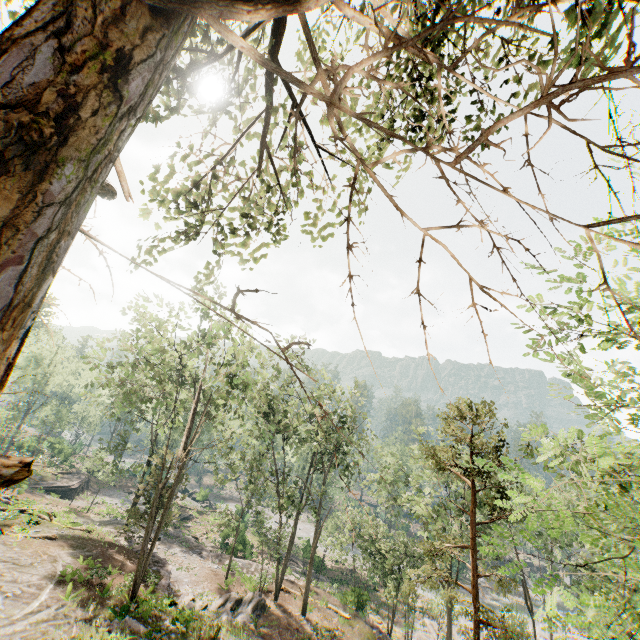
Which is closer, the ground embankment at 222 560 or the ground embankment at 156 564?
the ground embankment at 156 564

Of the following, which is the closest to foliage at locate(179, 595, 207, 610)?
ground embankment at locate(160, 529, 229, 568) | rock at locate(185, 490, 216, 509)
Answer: rock at locate(185, 490, 216, 509)

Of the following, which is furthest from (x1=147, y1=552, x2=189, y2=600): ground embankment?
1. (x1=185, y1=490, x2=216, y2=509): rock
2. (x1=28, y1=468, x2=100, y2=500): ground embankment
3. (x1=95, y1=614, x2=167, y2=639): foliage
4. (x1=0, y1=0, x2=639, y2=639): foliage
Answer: (x1=185, y1=490, x2=216, y2=509): rock

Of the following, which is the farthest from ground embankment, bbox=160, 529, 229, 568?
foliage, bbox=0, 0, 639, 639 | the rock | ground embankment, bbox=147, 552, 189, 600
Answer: ground embankment, bbox=147, 552, 189, 600

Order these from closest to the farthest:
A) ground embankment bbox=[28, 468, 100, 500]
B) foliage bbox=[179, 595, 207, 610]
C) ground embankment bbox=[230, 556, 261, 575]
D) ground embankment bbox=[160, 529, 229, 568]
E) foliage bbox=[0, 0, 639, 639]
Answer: foliage bbox=[0, 0, 639, 639] < foliage bbox=[179, 595, 207, 610] < ground embankment bbox=[230, 556, 261, 575] < ground embankment bbox=[160, 529, 229, 568] < ground embankment bbox=[28, 468, 100, 500]

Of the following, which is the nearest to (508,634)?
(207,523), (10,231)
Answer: (10,231)

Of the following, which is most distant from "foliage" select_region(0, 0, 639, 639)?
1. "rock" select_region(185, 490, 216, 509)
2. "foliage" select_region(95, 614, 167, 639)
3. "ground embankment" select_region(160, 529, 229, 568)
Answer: "foliage" select_region(95, 614, 167, 639)

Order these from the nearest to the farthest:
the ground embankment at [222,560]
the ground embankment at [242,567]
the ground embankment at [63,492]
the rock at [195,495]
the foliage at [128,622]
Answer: the foliage at [128,622]
the ground embankment at [242,567]
the ground embankment at [222,560]
the ground embankment at [63,492]
the rock at [195,495]
